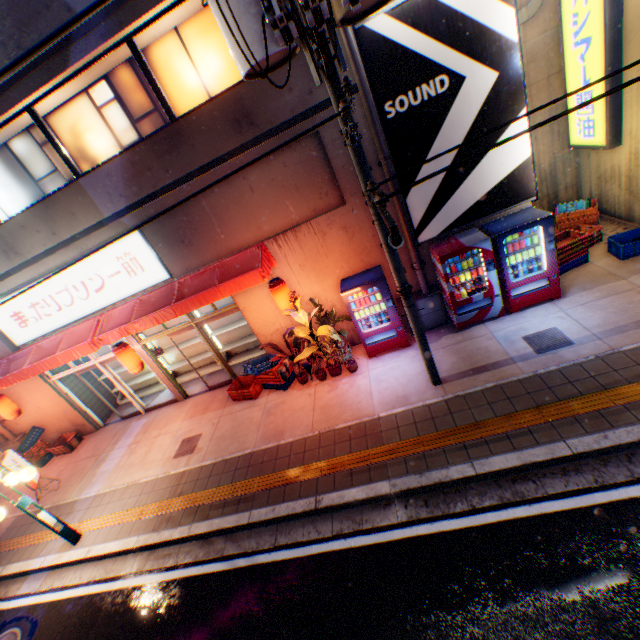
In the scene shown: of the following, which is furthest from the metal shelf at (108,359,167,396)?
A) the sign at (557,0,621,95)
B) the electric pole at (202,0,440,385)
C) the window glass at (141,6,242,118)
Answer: the sign at (557,0,621,95)

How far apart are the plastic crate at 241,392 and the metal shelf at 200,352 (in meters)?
2.04

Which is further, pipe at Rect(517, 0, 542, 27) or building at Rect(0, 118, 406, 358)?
Answer: pipe at Rect(517, 0, 542, 27)

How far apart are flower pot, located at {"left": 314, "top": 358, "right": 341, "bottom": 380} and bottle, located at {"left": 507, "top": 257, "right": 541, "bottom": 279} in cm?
443

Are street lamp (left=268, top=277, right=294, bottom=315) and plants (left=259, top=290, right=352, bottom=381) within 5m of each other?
yes

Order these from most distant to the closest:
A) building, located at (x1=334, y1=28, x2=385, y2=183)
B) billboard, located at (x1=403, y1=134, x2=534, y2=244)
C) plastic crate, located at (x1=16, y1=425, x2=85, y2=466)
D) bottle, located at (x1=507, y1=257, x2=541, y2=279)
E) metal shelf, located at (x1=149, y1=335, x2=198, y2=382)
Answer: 1. metal shelf, located at (x1=149, y1=335, x2=198, y2=382)
2. plastic crate, located at (x1=16, y1=425, x2=85, y2=466)
3. bottle, located at (x1=507, y1=257, x2=541, y2=279)
4. billboard, located at (x1=403, y1=134, x2=534, y2=244)
5. building, located at (x1=334, y1=28, x2=385, y2=183)

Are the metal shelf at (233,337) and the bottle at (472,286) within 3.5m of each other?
no

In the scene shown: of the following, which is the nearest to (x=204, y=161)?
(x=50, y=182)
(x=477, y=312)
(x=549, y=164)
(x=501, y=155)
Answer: (x=50, y=182)
